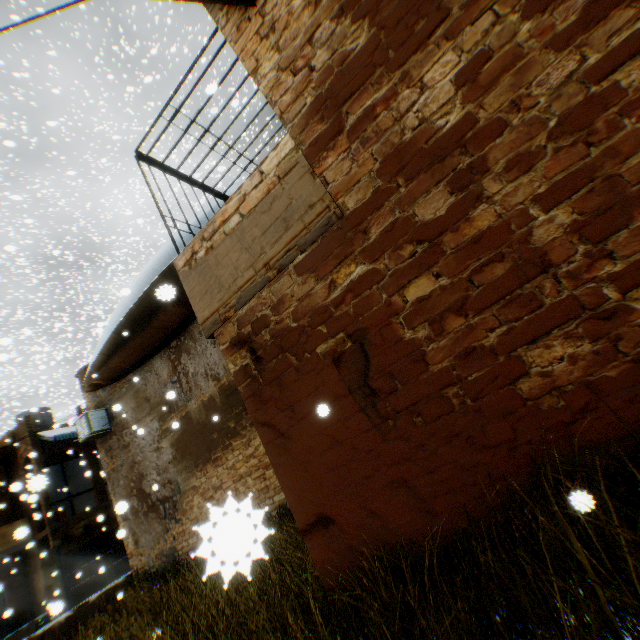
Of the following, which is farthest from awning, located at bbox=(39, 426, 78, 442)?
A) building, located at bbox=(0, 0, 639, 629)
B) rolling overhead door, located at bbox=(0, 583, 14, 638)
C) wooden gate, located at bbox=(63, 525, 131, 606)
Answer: wooden gate, located at bbox=(63, 525, 131, 606)

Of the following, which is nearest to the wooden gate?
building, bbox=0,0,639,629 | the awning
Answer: building, bbox=0,0,639,629

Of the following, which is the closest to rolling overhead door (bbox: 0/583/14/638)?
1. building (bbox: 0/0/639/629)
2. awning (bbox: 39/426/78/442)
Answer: building (bbox: 0/0/639/629)

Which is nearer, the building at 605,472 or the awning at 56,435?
the building at 605,472

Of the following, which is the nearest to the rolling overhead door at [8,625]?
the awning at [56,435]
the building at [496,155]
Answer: the building at [496,155]

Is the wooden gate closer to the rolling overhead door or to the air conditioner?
the rolling overhead door

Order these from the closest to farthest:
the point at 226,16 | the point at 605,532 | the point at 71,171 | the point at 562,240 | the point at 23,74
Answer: the point at 605,532
the point at 562,240
the point at 226,16
the point at 71,171
the point at 23,74

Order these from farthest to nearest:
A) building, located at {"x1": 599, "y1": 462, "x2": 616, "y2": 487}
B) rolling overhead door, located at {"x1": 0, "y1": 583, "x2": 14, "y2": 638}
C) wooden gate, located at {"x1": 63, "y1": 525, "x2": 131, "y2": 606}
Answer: wooden gate, located at {"x1": 63, "y1": 525, "x2": 131, "y2": 606} < rolling overhead door, located at {"x1": 0, "y1": 583, "x2": 14, "y2": 638} < building, located at {"x1": 599, "y1": 462, "x2": 616, "y2": 487}
